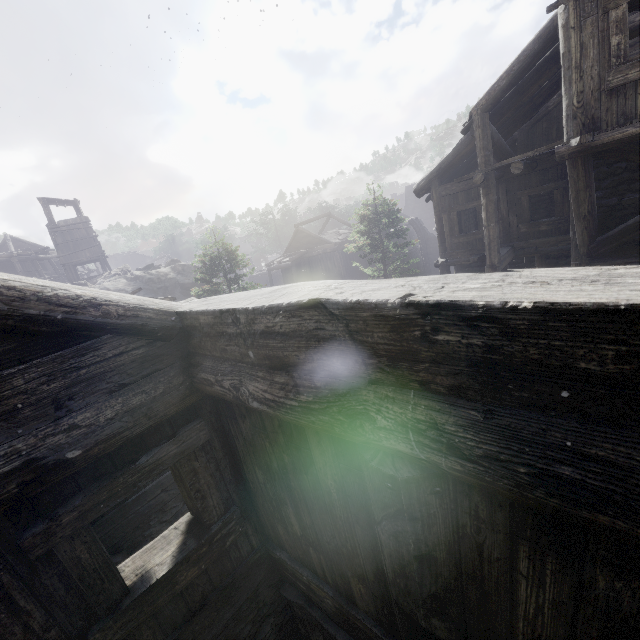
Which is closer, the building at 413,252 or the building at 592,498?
the building at 592,498

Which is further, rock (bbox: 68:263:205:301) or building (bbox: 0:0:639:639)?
rock (bbox: 68:263:205:301)

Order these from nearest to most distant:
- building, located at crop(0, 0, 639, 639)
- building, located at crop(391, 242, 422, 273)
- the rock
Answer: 1. building, located at crop(0, 0, 639, 639)
2. the rock
3. building, located at crop(391, 242, 422, 273)

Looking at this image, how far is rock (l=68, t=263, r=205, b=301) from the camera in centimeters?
2473cm

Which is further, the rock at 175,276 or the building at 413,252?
the building at 413,252

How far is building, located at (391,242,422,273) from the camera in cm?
3431

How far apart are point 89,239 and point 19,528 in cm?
3728
